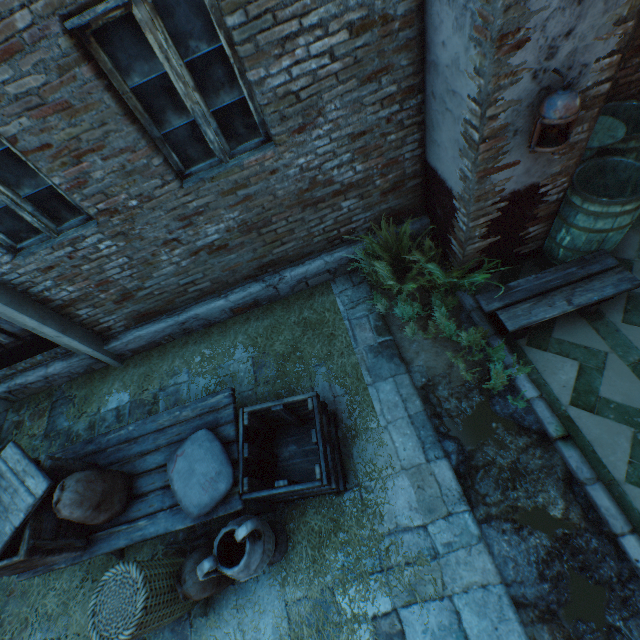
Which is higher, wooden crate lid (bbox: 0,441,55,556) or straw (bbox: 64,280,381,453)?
wooden crate lid (bbox: 0,441,55,556)

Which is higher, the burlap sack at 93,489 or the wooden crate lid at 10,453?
the wooden crate lid at 10,453

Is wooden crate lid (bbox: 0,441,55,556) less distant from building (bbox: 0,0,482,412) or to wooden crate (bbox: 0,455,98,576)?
wooden crate (bbox: 0,455,98,576)

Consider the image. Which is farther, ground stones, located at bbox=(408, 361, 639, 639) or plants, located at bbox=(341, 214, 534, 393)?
plants, located at bbox=(341, 214, 534, 393)

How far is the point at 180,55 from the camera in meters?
2.5 m

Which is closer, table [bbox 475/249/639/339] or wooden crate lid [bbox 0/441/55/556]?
wooden crate lid [bbox 0/441/55/556]

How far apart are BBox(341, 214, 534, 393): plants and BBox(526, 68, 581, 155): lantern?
1.1m

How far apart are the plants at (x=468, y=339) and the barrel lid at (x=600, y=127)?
1.3 meters
